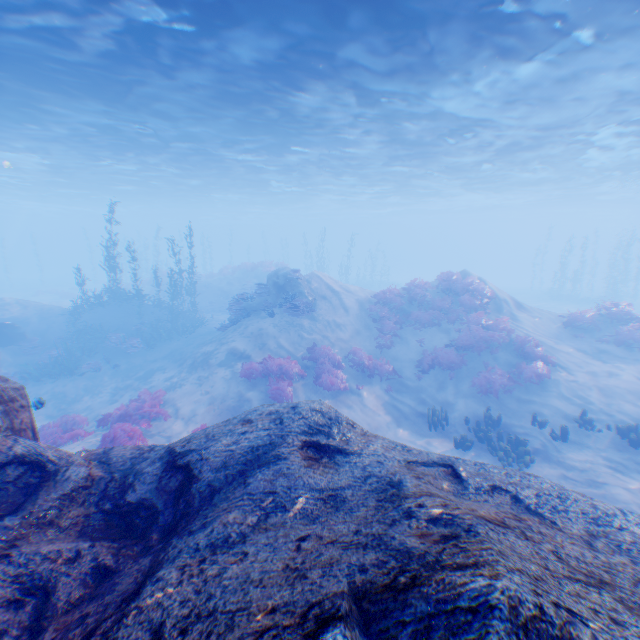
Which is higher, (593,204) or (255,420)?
(593,204)

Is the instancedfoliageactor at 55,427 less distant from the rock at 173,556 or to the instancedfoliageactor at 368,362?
the rock at 173,556

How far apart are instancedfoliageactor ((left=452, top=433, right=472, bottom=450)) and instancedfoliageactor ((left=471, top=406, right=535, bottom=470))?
0.53m

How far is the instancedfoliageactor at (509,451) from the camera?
10.3 meters

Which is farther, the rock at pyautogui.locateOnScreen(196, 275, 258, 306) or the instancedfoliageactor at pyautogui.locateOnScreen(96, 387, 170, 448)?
the rock at pyautogui.locateOnScreen(196, 275, 258, 306)

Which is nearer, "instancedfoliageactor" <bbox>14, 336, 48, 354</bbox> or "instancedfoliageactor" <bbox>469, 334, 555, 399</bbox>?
"instancedfoliageactor" <bbox>469, 334, 555, 399</bbox>

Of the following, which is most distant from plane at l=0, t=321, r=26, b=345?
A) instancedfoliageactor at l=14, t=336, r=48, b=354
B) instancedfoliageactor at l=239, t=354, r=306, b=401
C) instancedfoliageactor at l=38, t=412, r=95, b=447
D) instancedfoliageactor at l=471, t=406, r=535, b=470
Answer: instancedfoliageactor at l=471, t=406, r=535, b=470

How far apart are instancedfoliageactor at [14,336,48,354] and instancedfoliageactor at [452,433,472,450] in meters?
22.8
